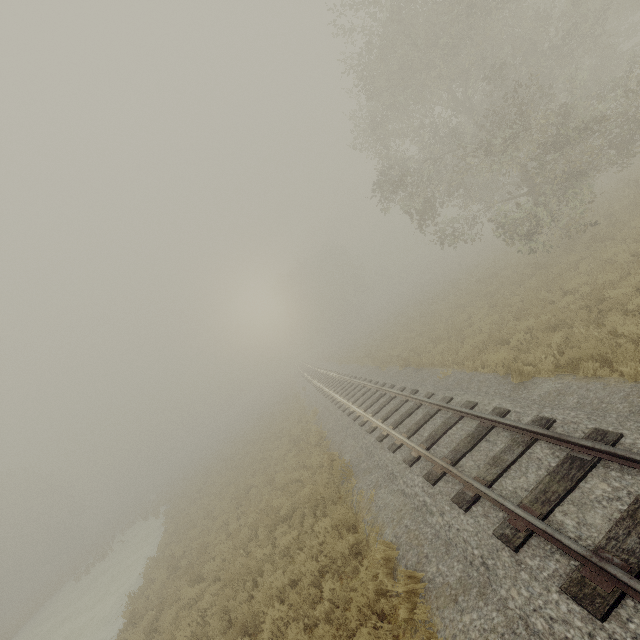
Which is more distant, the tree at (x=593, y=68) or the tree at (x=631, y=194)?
the tree at (x=631, y=194)

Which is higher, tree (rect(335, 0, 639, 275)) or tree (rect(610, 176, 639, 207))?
tree (rect(335, 0, 639, 275))

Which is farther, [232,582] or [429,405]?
[429,405]

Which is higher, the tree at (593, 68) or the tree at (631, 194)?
the tree at (593, 68)

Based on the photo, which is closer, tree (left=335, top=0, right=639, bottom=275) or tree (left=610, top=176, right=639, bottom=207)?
tree (left=335, top=0, right=639, bottom=275)
